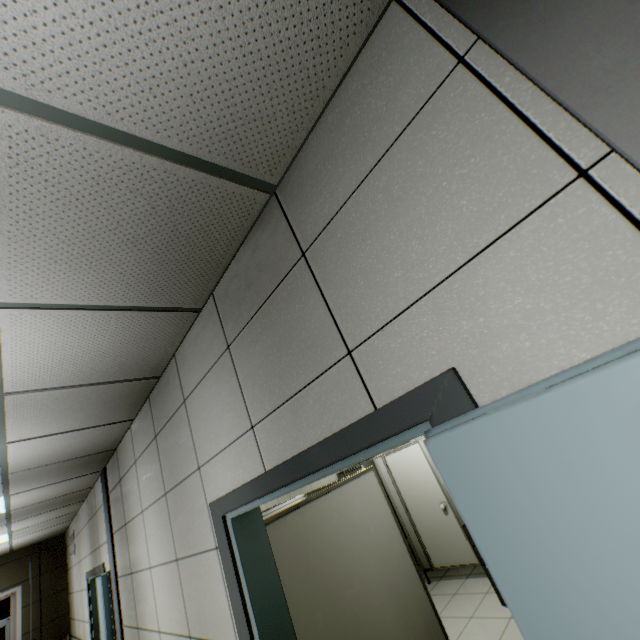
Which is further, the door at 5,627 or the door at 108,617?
the door at 5,627

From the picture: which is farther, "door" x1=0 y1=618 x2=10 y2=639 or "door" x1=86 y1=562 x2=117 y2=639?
"door" x1=0 y1=618 x2=10 y2=639

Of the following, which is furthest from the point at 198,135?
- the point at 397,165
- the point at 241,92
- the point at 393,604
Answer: the point at 393,604
